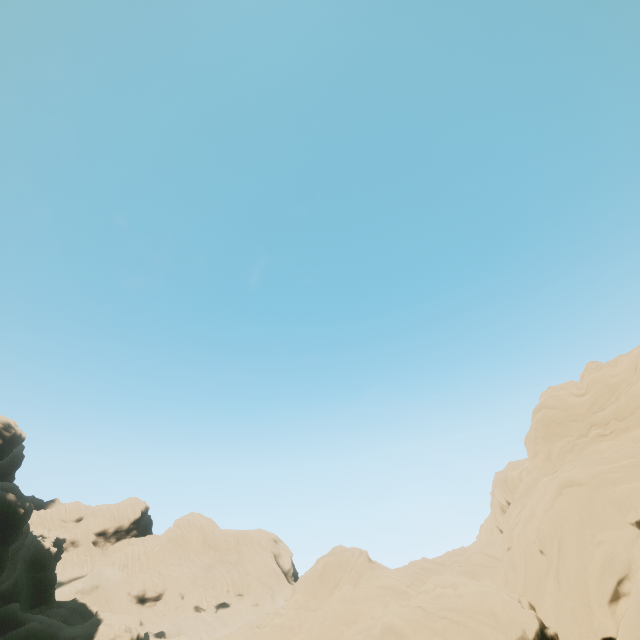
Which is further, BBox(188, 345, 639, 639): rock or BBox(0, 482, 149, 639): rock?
BBox(0, 482, 149, 639): rock

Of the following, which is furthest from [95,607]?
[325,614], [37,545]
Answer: [325,614]

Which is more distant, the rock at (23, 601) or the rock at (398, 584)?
Answer: the rock at (23, 601)
